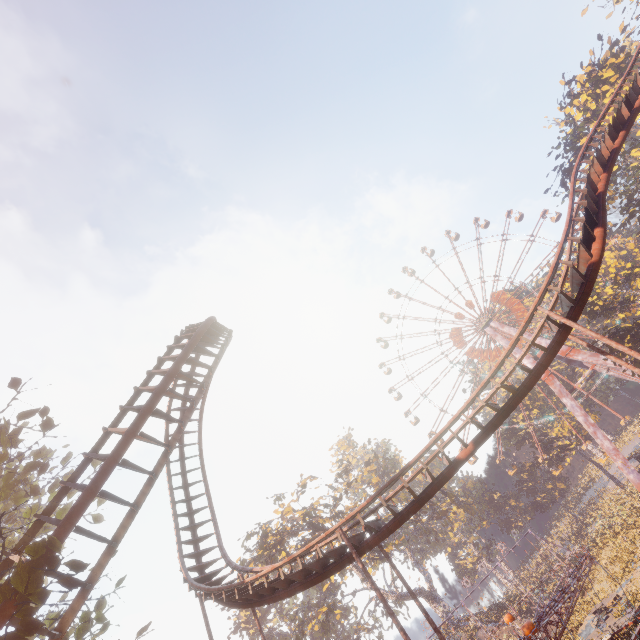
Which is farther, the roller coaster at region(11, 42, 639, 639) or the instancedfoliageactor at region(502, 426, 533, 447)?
the instancedfoliageactor at region(502, 426, 533, 447)

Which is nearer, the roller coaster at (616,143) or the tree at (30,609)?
the tree at (30,609)

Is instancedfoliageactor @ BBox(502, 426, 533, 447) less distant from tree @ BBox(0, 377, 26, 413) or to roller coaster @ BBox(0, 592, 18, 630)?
roller coaster @ BBox(0, 592, 18, 630)

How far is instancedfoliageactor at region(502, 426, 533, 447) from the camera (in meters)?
55.75

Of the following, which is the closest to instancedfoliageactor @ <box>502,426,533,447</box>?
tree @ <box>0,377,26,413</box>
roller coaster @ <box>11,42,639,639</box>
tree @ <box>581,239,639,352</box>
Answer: tree @ <box>581,239,639,352</box>

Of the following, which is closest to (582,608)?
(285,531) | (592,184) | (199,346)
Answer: (285,531)

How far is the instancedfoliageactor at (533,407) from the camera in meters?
54.7

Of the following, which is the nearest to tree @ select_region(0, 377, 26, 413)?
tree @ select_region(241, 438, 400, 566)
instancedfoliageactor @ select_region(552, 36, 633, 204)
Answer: instancedfoliageactor @ select_region(552, 36, 633, 204)
